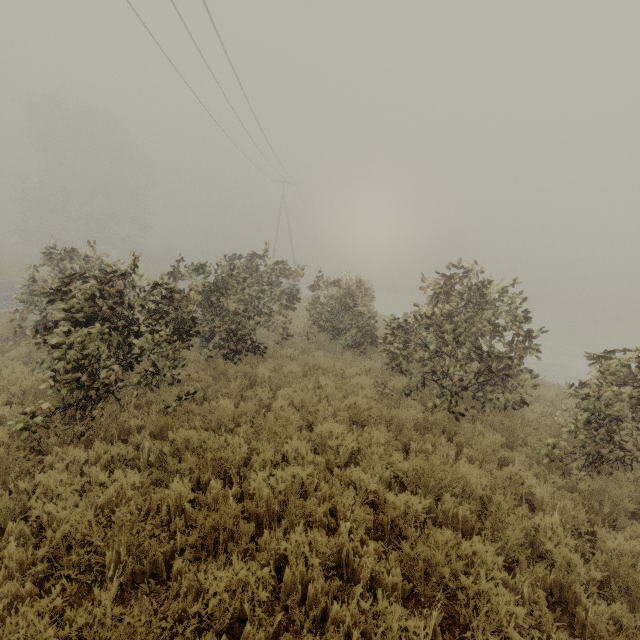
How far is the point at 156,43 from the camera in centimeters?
1170cm
